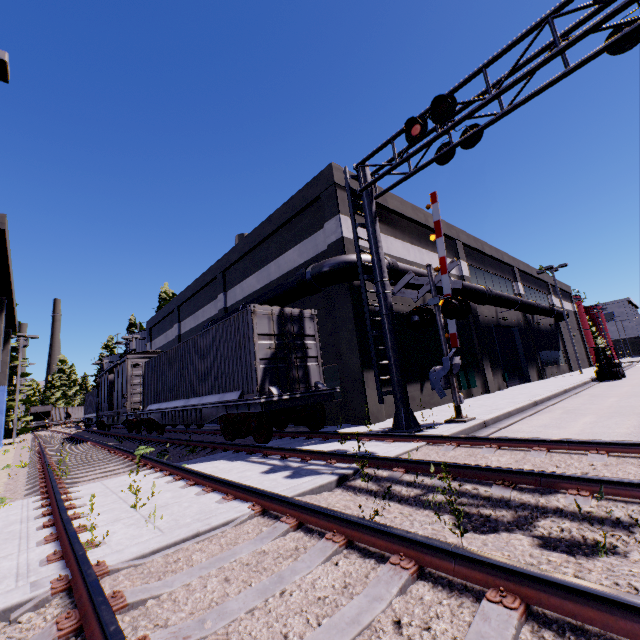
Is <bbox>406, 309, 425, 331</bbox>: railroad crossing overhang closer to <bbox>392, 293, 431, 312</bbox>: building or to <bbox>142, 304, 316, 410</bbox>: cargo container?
<bbox>142, 304, 316, 410</bbox>: cargo container

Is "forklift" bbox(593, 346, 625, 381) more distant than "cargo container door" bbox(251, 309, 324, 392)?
Yes

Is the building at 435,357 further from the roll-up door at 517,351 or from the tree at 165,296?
the tree at 165,296

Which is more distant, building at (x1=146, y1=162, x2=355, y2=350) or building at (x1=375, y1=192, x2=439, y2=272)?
building at (x1=375, y1=192, x2=439, y2=272)

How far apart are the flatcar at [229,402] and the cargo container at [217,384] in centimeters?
1cm

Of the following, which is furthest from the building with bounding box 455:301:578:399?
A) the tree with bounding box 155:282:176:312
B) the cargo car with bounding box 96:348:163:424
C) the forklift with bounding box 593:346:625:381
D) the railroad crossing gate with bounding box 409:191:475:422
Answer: the forklift with bounding box 593:346:625:381

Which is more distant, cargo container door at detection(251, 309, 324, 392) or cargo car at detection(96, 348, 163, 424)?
cargo car at detection(96, 348, 163, 424)

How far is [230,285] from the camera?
21.02m
